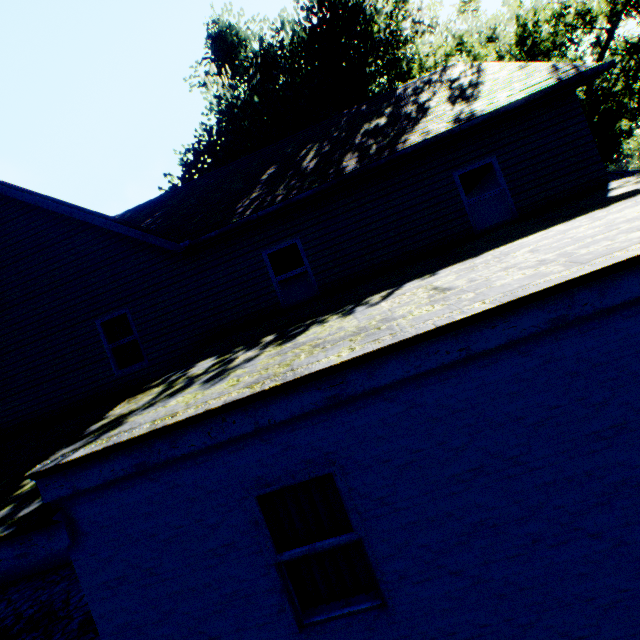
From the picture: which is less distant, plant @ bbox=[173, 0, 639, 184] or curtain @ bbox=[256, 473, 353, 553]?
curtain @ bbox=[256, 473, 353, 553]

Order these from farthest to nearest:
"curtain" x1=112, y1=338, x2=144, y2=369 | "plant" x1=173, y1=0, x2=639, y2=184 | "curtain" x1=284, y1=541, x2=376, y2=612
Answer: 1. "plant" x1=173, y1=0, x2=639, y2=184
2. "curtain" x1=112, y1=338, x2=144, y2=369
3. "curtain" x1=284, y1=541, x2=376, y2=612

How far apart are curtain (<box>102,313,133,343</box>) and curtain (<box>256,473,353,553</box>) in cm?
680

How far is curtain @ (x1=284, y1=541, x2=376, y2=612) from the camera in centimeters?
339cm

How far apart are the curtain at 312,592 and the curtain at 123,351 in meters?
6.8 m

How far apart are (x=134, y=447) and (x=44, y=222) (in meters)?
8.92

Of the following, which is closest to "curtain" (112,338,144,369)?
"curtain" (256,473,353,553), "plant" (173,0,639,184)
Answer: "curtain" (256,473,353,553)

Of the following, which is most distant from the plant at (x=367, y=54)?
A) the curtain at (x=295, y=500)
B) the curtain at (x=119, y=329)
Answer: the curtain at (x=119, y=329)
